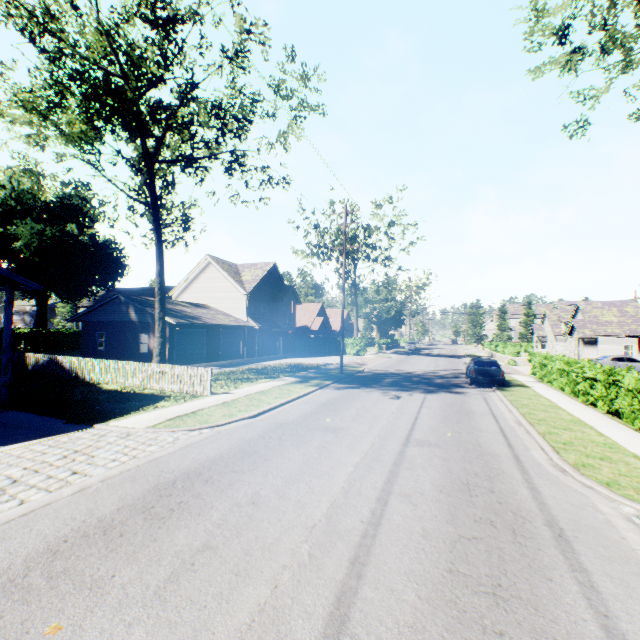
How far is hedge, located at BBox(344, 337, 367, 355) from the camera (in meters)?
41.81

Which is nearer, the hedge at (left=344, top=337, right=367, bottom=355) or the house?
the house

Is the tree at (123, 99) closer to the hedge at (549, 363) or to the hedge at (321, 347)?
the hedge at (549, 363)

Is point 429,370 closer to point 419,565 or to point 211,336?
point 211,336

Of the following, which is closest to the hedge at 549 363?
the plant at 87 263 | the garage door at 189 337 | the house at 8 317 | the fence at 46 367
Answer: the fence at 46 367

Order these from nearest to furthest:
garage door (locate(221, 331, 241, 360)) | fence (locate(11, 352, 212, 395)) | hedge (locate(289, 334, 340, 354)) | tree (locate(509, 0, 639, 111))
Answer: tree (locate(509, 0, 639, 111)), fence (locate(11, 352, 212, 395)), garage door (locate(221, 331, 241, 360)), hedge (locate(289, 334, 340, 354))

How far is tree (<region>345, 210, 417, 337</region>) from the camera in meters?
37.3

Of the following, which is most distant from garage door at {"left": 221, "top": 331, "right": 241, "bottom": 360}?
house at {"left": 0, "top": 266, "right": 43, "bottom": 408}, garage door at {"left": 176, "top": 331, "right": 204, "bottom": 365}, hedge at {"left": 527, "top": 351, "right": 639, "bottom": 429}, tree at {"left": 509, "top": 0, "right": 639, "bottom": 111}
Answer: hedge at {"left": 527, "top": 351, "right": 639, "bottom": 429}
